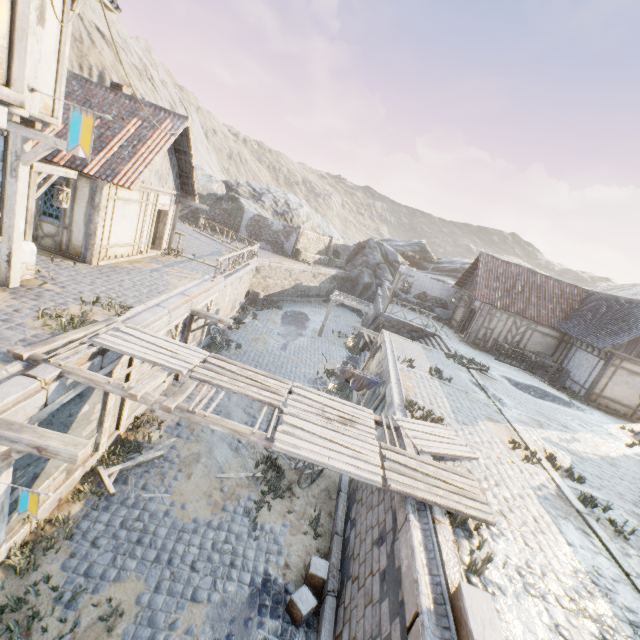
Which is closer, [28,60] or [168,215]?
[28,60]

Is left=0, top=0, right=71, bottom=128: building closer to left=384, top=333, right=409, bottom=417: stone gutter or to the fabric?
left=384, top=333, right=409, bottom=417: stone gutter

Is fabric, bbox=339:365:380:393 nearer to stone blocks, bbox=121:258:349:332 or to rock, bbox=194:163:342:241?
stone blocks, bbox=121:258:349:332

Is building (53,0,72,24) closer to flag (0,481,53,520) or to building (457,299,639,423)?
flag (0,481,53,520)

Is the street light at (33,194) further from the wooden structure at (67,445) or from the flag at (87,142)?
the flag at (87,142)

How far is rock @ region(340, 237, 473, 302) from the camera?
35.1m

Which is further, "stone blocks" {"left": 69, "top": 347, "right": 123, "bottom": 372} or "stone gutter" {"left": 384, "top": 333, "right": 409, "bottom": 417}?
"stone gutter" {"left": 384, "top": 333, "right": 409, "bottom": 417}

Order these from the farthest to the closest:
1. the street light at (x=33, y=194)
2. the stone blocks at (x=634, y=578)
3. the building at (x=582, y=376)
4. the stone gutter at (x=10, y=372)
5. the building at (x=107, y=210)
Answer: the building at (x=582, y=376) → the building at (x=107, y=210) → the street light at (x=33, y=194) → the stone blocks at (x=634, y=578) → the stone gutter at (x=10, y=372)
